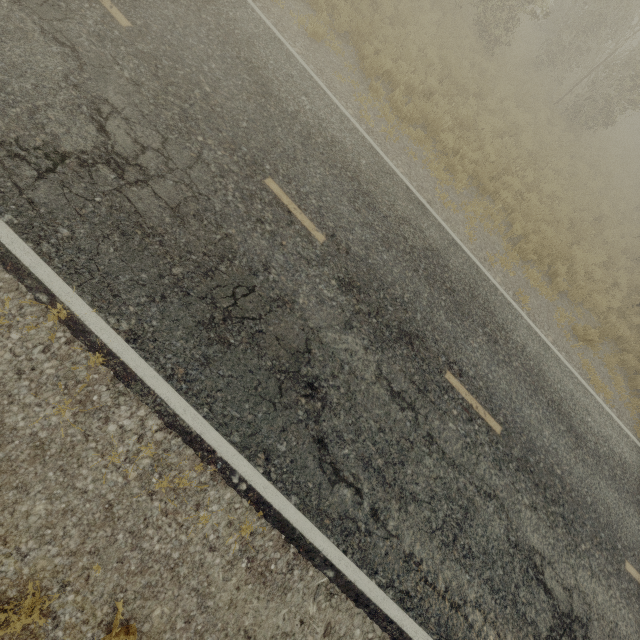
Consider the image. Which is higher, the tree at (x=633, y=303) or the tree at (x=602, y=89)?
the tree at (x=602, y=89)

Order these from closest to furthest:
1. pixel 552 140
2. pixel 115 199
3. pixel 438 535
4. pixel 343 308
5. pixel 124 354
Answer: pixel 124 354
pixel 115 199
pixel 438 535
pixel 343 308
pixel 552 140

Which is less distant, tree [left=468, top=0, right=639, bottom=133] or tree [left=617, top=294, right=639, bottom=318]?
tree [left=617, top=294, right=639, bottom=318]

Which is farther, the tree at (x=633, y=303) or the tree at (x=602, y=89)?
the tree at (x=602, y=89)

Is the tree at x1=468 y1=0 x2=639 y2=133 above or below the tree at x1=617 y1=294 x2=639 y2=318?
above
